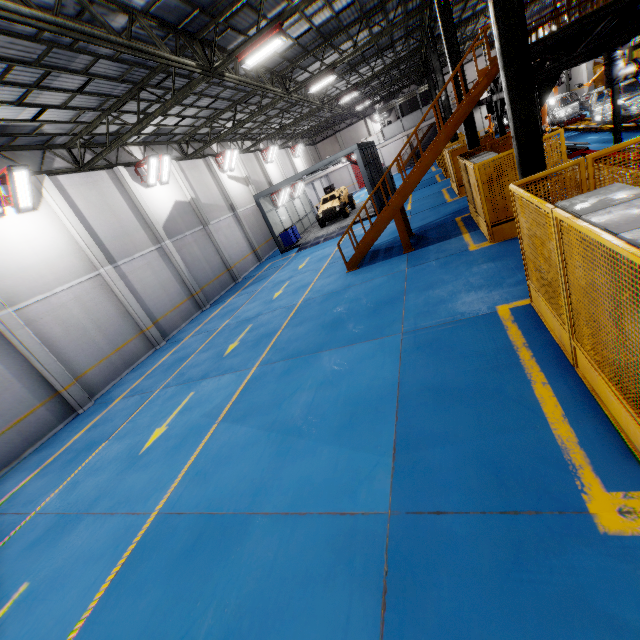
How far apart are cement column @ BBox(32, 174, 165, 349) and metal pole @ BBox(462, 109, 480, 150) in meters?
15.5 m

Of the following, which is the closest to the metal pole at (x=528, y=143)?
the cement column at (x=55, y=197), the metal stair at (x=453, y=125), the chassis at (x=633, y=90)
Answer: the metal stair at (x=453, y=125)

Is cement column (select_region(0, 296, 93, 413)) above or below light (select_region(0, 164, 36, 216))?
below

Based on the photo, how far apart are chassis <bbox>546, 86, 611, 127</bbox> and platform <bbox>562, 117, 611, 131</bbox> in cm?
1

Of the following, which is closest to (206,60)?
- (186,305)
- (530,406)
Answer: (186,305)

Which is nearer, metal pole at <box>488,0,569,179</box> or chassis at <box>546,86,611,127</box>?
metal pole at <box>488,0,569,179</box>

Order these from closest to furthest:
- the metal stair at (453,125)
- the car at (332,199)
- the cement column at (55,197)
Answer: the metal stair at (453,125), the cement column at (55,197), the car at (332,199)

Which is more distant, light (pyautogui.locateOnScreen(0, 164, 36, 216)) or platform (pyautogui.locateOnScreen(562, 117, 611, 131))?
platform (pyautogui.locateOnScreen(562, 117, 611, 131))
